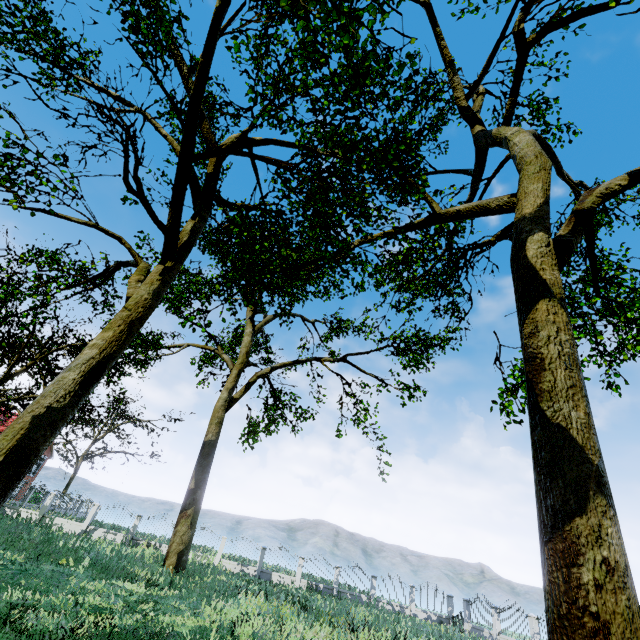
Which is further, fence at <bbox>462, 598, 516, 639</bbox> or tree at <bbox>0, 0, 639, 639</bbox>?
fence at <bbox>462, 598, 516, 639</bbox>

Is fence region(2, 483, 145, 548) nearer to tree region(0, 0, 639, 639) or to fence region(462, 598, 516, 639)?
tree region(0, 0, 639, 639)

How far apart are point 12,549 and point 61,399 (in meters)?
12.50

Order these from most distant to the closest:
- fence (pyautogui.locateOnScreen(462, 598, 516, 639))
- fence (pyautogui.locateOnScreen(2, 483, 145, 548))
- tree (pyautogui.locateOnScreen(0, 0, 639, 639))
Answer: fence (pyautogui.locateOnScreen(2, 483, 145, 548)) → fence (pyautogui.locateOnScreen(462, 598, 516, 639)) → tree (pyautogui.locateOnScreen(0, 0, 639, 639))

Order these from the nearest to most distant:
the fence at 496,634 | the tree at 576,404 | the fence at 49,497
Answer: the tree at 576,404 → the fence at 496,634 → the fence at 49,497

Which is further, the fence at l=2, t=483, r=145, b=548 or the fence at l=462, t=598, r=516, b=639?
the fence at l=2, t=483, r=145, b=548

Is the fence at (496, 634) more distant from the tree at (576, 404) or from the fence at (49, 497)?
the fence at (49, 497)
